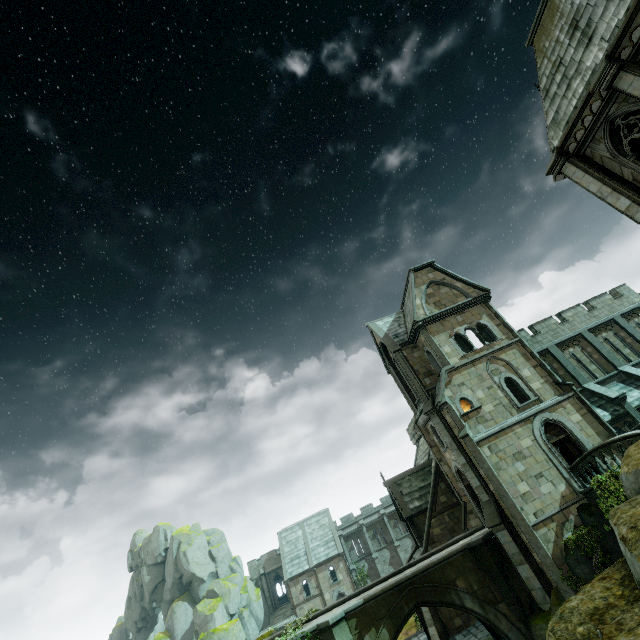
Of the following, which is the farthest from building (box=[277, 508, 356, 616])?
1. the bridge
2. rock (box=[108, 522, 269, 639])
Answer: rock (box=[108, 522, 269, 639])

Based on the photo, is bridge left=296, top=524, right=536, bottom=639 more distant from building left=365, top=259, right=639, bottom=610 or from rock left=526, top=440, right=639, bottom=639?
rock left=526, top=440, right=639, bottom=639

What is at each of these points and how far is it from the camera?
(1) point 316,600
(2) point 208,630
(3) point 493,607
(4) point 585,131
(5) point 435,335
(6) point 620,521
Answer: (1) building, 42.3 meters
(2) rock, 38.7 meters
(3) bridge, 16.8 meters
(4) building, 13.3 meters
(5) building, 23.5 meters
(6) rock, 5.8 meters

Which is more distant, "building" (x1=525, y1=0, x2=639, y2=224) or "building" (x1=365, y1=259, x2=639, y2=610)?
"building" (x1=365, y1=259, x2=639, y2=610)

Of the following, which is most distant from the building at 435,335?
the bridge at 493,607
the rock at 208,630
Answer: the rock at 208,630

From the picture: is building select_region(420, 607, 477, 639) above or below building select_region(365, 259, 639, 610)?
below

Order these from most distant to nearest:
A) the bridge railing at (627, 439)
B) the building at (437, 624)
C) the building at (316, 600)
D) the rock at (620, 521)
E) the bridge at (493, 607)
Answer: the building at (316, 600) → the building at (437, 624) → the bridge at (493, 607) → the bridge railing at (627, 439) → the rock at (620, 521)
